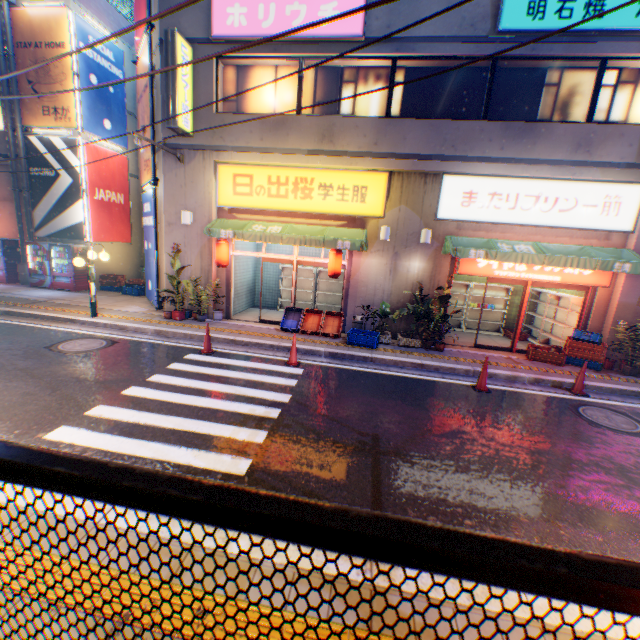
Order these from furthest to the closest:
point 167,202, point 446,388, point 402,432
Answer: point 167,202 < point 446,388 < point 402,432

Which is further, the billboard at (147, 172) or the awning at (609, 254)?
the billboard at (147, 172)

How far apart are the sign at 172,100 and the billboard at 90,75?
6.8 meters

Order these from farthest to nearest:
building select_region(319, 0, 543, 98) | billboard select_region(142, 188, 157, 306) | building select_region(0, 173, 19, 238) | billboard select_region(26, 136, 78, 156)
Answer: building select_region(0, 173, 19, 238)
billboard select_region(26, 136, 78, 156)
billboard select_region(142, 188, 157, 306)
building select_region(319, 0, 543, 98)

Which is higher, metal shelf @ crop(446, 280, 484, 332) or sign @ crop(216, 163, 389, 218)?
sign @ crop(216, 163, 389, 218)

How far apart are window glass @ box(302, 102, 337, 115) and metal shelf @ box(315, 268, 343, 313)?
5.23m

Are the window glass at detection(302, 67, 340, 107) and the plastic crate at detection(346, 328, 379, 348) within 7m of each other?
yes

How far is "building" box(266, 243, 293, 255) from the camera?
14.09m
